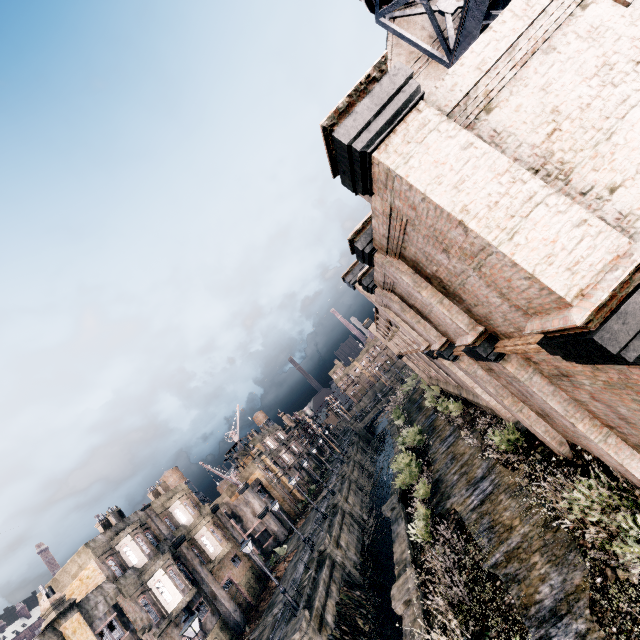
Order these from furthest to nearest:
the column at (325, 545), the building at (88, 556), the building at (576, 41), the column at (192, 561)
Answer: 1. the column at (192, 561)
2. the column at (325, 545)
3. the building at (88, 556)
4. the building at (576, 41)

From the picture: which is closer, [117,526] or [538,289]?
[538,289]

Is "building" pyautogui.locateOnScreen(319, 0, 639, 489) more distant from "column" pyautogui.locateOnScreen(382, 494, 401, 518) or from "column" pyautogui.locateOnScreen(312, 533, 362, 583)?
"column" pyautogui.locateOnScreen(312, 533, 362, 583)

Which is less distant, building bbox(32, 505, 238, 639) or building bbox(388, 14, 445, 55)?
building bbox(388, 14, 445, 55)

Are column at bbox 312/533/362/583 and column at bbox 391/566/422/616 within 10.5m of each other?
no

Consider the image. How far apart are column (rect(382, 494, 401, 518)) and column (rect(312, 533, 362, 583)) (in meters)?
7.21

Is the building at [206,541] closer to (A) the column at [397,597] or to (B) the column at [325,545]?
(B) the column at [325,545]

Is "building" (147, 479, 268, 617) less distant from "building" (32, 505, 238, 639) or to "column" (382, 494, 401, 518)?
"building" (32, 505, 238, 639)
